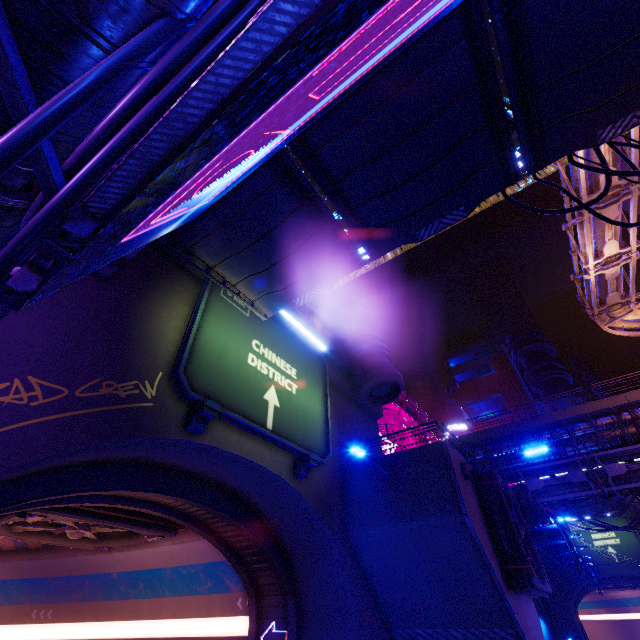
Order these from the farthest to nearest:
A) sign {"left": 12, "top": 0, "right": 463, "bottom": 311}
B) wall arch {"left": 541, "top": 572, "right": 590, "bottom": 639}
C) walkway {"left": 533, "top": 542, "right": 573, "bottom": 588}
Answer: wall arch {"left": 541, "top": 572, "right": 590, "bottom": 639} → walkway {"left": 533, "top": 542, "right": 573, "bottom": 588} → sign {"left": 12, "top": 0, "right": 463, "bottom": 311}

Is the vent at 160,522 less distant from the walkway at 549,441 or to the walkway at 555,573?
the walkway at 555,573

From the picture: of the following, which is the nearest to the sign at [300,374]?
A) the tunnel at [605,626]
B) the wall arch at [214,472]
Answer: the wall arch at [214,472]

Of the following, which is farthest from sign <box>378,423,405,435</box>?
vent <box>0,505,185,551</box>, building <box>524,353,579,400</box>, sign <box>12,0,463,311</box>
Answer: sign <box>12,0,463,311</box>

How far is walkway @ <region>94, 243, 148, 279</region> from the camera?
8.30m

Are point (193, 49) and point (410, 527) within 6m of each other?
no

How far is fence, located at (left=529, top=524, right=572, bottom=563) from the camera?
22.14m

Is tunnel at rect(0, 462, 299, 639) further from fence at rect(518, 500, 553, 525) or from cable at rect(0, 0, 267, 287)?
fence at rect(518, 500, 553, 525)
